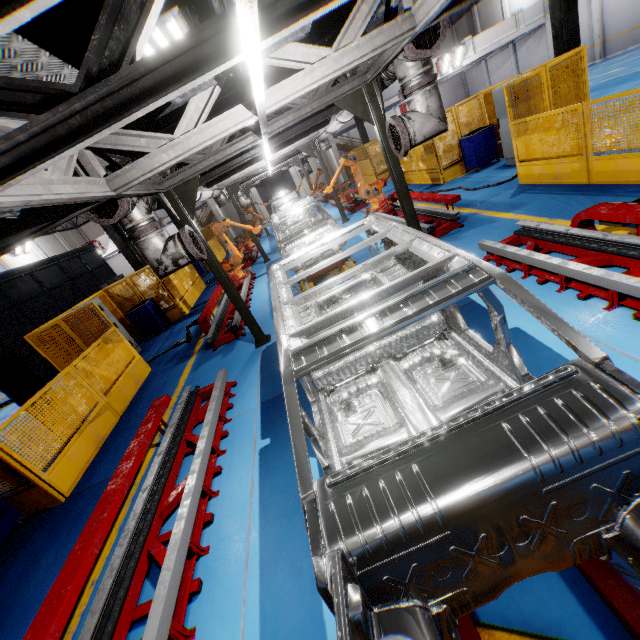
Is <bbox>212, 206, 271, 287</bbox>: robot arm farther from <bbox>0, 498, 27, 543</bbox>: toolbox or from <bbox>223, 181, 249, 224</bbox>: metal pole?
<bbox>0, 498, 27, 543</bbox>: toolbox

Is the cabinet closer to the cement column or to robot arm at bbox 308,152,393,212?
robot arm at bbox 308,152,393,212

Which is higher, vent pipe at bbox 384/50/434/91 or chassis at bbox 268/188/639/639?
vent pipe at bbox 384/50/434/91

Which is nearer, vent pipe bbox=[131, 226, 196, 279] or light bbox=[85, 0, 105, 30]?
light bbox=[85, 0, 105, 30]

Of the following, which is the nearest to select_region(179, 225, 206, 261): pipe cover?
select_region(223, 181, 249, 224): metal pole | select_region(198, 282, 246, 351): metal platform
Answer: select_region(198, 282, 246, 351): metal platform

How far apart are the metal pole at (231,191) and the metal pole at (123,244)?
4.09m

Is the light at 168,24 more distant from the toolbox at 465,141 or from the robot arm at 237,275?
the toolbox at 465,141

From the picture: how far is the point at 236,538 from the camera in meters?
3.2
